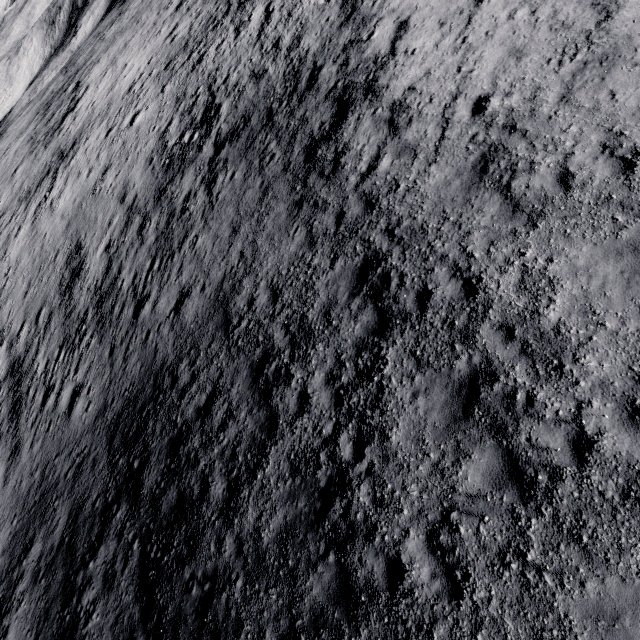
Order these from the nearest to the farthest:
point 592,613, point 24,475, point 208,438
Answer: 1. point 592,613
2. point 208,438
3. point 24,475
